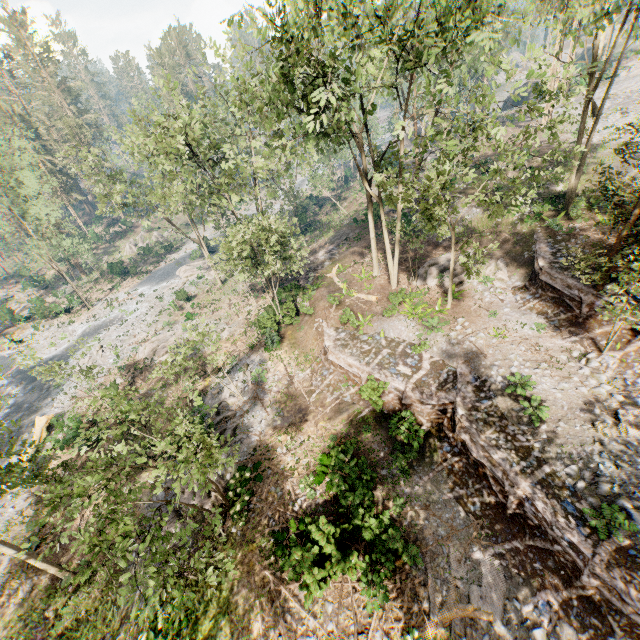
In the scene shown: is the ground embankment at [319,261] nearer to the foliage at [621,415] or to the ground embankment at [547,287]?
the foliage at [621,415]

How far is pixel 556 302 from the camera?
18.36m

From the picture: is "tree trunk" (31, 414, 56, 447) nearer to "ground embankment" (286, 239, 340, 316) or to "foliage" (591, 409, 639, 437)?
"foliage" (591, 409, 639, 437)

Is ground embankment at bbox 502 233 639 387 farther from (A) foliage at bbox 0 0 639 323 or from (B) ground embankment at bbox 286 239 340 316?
(B) ground embankment at bbox 286 239 340 316

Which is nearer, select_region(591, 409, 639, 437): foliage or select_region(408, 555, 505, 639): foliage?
select_region(408, 555, 505, 639): foliage

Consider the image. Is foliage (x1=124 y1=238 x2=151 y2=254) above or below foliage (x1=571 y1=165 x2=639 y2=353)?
below

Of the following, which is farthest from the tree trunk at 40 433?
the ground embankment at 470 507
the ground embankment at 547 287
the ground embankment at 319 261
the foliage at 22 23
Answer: the ground embankment at 547 287

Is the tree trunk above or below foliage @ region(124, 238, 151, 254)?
below
